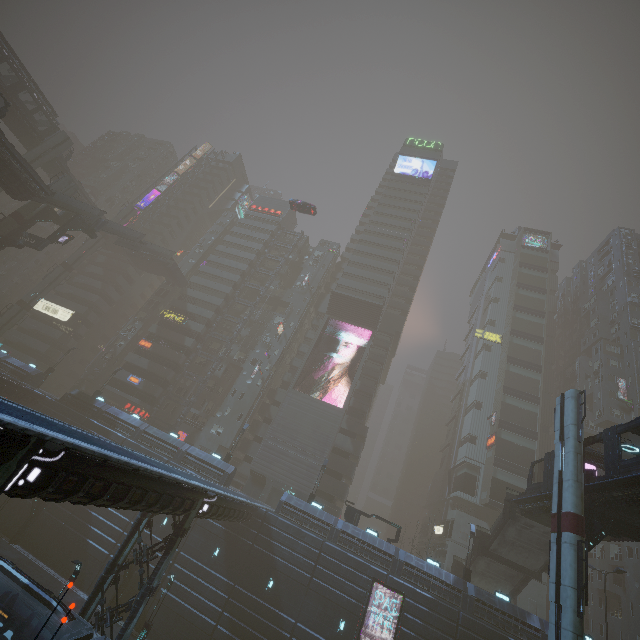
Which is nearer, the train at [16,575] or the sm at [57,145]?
the train at [16,575]

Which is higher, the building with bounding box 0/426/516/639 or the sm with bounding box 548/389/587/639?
the sm with bounding box 548/389/587/639

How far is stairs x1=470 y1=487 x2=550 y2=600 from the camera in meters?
28.2 m

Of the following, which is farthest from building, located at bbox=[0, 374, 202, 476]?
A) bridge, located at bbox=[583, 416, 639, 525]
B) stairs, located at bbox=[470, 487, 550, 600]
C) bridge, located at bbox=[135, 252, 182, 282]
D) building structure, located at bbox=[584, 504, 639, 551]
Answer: building structure, located at bbox=[584, 504, 639, 551]

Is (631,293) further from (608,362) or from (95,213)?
(95,213)

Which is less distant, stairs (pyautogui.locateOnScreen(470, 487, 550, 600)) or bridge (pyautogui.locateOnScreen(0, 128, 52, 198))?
stairs (pyautogui.locateOnScreen(470, 487, 550, 600))

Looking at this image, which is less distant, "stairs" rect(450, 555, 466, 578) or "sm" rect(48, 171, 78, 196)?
"stairs" rect(450, 555, 466, 578)

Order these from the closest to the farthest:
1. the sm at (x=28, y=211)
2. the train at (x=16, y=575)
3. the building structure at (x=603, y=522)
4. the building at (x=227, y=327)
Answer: the train at (x=16, y=575) < the building structure at (x=603, y=522) < the sm at (x=28, y=211) < the building at (x=227, y=327)
